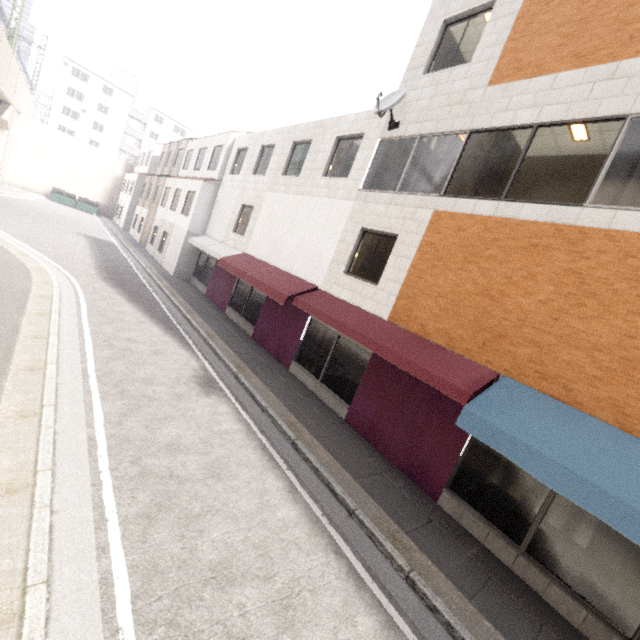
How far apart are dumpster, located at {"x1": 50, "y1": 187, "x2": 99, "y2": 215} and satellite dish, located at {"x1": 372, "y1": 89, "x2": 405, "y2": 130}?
39.2 meters

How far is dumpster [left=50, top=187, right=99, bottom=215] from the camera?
34.66m

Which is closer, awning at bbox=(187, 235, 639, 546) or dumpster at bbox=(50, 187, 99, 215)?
awning at bbox=(187, 235, 639, 546)

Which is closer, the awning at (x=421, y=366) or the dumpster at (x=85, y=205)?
the awning at (x=421, y=366)

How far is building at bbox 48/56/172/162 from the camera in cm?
5062

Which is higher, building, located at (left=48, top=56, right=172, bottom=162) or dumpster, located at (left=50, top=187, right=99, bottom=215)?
building, located at (left=48, top=56, right=172, bottom=162)

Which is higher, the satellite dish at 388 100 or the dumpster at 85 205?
the satellite dish at 388 100

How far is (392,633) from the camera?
3.8 meters
